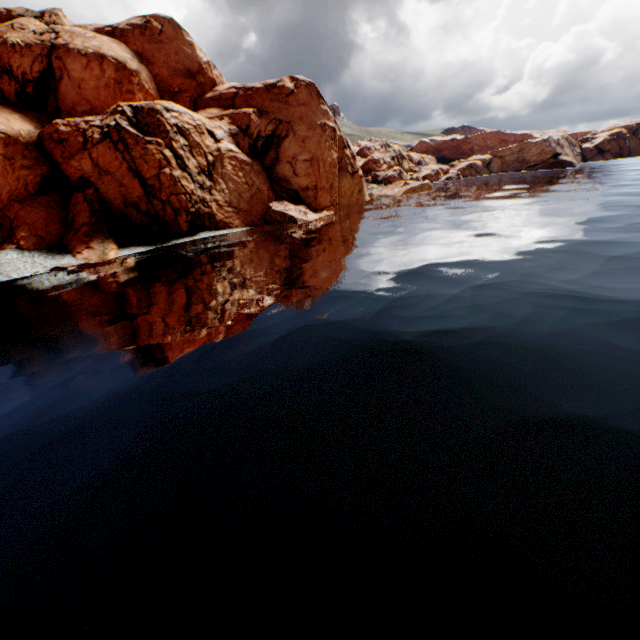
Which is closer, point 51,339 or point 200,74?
point 51,339
